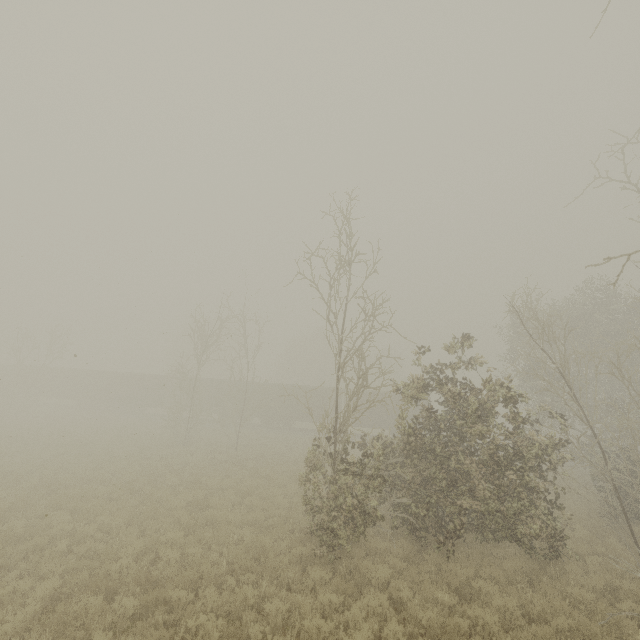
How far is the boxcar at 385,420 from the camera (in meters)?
33.16

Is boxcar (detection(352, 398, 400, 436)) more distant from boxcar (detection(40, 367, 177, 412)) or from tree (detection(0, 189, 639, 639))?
tree (detection(0, 189, 639, 639))

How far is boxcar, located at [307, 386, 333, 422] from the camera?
34.53m

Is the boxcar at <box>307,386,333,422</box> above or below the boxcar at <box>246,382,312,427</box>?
above

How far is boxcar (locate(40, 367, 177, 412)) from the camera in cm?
3847

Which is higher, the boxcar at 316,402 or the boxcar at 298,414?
the boxcar at 316,402

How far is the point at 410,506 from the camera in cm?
1167

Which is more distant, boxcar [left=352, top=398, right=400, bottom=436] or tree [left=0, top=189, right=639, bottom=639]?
boxcar [left=352, top=398, right=400, bottom=436]
